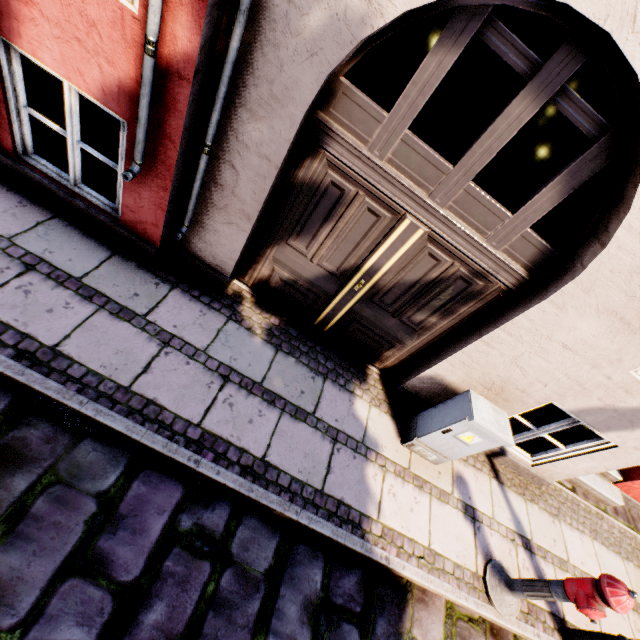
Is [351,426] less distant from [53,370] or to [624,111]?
[53,370]

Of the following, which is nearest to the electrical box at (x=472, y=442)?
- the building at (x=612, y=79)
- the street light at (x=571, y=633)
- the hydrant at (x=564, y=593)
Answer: the building at (x=612, y=79)

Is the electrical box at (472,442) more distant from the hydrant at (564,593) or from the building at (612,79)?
the hydrant at (564,593)

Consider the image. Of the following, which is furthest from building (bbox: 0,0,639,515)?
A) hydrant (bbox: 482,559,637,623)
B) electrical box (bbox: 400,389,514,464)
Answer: hydrant (bbox: 482,559,637,623)

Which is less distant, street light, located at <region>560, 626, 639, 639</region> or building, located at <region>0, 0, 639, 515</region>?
building, located at <region>0, 0, 639, 515</region>

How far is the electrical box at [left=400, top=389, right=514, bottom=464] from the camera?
3.2 meters

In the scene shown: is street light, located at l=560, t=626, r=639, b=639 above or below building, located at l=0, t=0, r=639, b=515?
below

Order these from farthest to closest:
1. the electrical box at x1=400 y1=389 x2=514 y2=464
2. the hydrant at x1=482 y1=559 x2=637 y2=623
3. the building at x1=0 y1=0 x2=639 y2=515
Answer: the electrical box at x1=400 y1=389 x2=514 y2=464 → the hydrant at x1=482 y1=559 x2=637 y2=623 → the building at x1=0 y1=0 x2=639 y2=515
